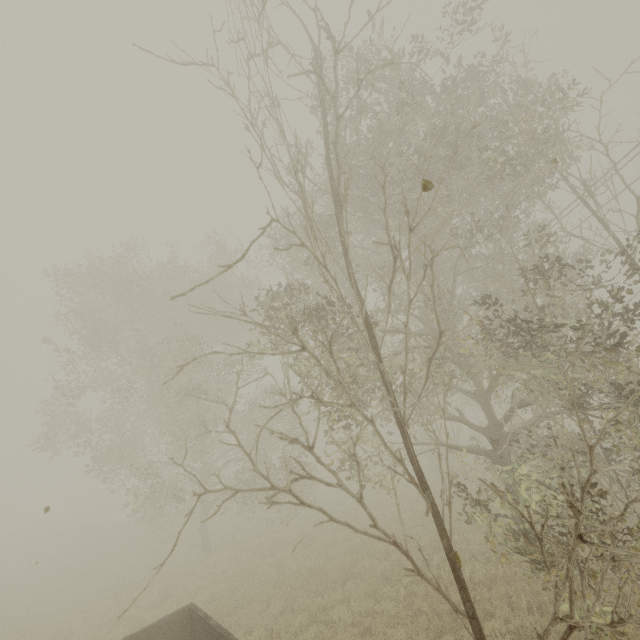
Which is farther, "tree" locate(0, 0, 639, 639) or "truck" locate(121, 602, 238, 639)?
"truck" locate(121, 602, 238, 639)

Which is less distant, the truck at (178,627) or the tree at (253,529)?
the tree at (253,529)

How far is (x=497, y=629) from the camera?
→ 7.5m
